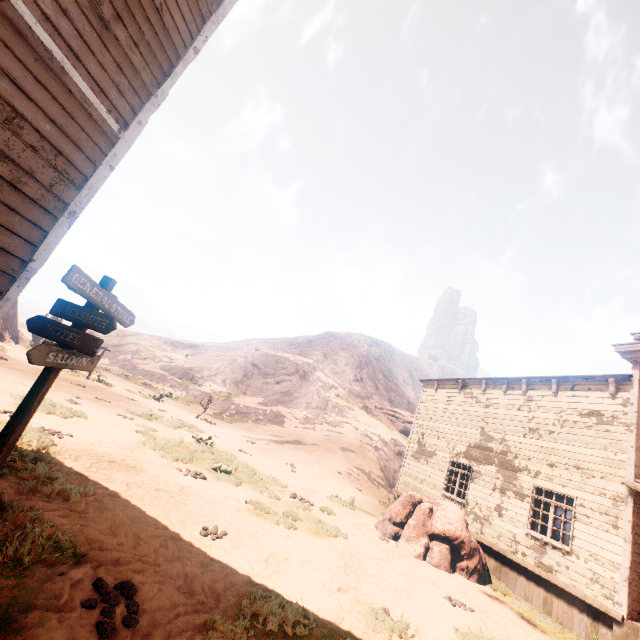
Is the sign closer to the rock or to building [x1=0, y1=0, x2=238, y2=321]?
building [x1=0, y1=0, x2=238, y2=321]

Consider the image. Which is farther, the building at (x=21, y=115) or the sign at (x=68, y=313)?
the sign at (x=68, y=313)

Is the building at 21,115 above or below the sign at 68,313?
above

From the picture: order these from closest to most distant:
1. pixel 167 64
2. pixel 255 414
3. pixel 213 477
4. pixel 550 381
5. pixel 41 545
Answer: pixel 41 545, pixel 167 64, pixel 213 477, pixel 550 381, pixel 255 414

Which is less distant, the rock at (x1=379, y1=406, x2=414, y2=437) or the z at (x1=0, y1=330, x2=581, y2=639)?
the z at (x1=0, y1=330, x2=581, y2=639)

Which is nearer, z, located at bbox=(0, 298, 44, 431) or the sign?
the sign

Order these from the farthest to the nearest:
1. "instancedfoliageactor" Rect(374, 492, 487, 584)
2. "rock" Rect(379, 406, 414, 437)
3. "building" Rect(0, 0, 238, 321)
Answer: "rock" Rect(379, 406, 414, 437)
"instancedfoliageactor" Rect(374, 492, 487, 584)
"building" Rect(0, 0, 238, 321)

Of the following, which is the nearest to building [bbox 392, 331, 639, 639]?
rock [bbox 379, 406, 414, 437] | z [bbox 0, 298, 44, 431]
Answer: z [bbox 0, 298, 44, 431]
